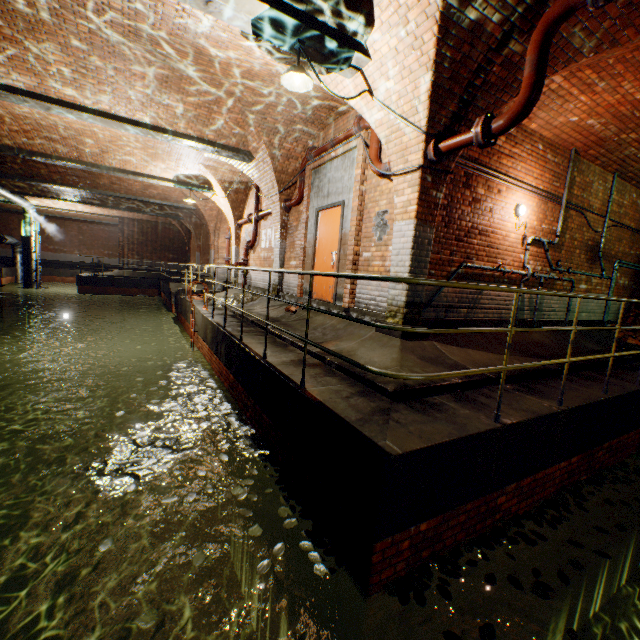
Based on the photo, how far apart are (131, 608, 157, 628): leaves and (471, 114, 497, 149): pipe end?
5.6m

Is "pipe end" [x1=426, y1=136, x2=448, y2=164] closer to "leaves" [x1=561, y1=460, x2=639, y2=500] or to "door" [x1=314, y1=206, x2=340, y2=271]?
"door" [x1=314, y1=206, x2=340, y2=271]

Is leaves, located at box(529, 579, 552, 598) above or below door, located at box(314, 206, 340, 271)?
below

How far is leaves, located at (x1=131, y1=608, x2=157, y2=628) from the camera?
2.21m

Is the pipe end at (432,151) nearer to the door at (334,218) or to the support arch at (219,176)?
the door at (334,218)

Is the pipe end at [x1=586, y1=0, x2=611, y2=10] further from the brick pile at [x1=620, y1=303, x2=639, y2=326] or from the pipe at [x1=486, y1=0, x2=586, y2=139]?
the brick pile at [x1=620, y1=303, x2=639, y2=326]

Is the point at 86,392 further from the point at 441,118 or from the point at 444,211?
the point at 441,118

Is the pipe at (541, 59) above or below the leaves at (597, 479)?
above
